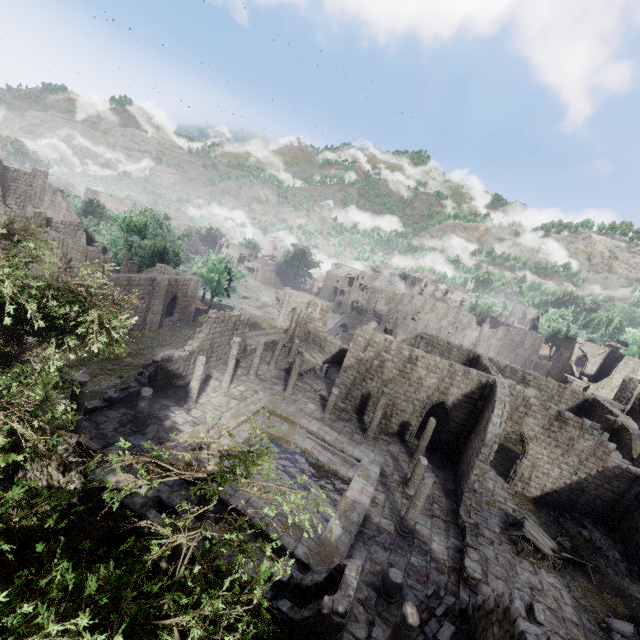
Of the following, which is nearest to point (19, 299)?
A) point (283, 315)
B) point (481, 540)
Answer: point (481, 540)

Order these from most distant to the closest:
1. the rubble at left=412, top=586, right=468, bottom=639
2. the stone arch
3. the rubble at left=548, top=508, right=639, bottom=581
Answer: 1. the stone arch
2. the rubble at left=548, top=508, right=639, bottom=581
3. the rubble at left=412, top=586, right=468, bottom=639

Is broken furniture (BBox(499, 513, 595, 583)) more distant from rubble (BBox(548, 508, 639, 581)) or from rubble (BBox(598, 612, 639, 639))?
rubble (BBox(598, 612, 639, 639))

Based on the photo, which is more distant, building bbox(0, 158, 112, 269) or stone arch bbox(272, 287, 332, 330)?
stone arch bbox(272, 287, 332, 330)

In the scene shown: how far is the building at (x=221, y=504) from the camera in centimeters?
1311cm

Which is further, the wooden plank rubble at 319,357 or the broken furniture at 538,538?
the wooden plank rubble at 319,357

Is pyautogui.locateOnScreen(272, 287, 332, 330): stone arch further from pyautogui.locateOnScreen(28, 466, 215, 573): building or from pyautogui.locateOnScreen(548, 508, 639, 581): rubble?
pyautogui.locateOnScreen(548, 508, 639, 581): rubble

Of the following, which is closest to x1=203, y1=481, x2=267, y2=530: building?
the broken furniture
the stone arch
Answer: the broken furniture
